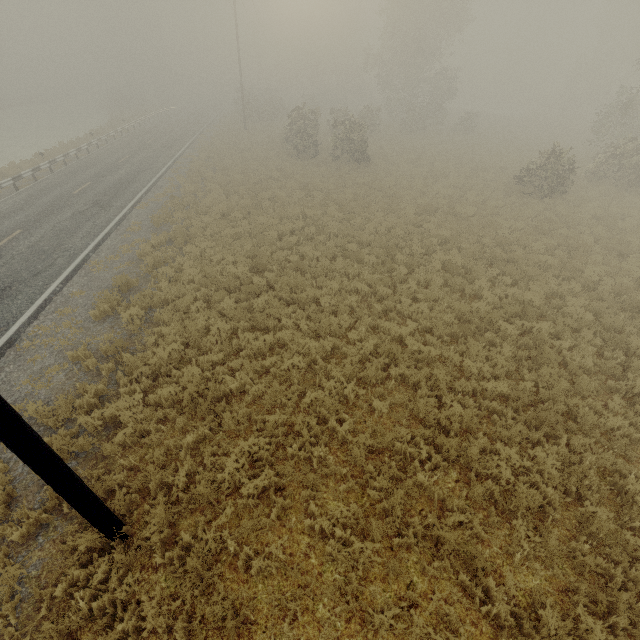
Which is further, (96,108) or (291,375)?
(96,108)
